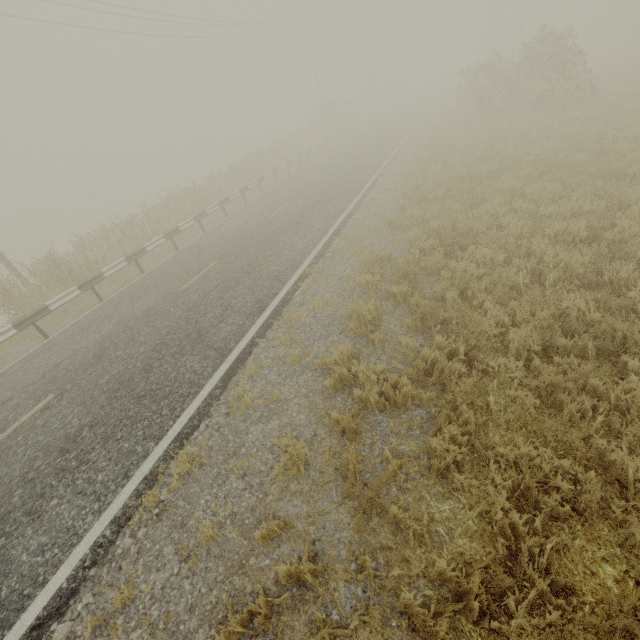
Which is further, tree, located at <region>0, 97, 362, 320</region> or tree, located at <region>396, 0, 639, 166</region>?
tree, located at <region>396, 0, 639, 166</region>

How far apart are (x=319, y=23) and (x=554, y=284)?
51.22m

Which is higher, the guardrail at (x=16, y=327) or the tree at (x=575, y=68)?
the tree at (x=575, y=68)

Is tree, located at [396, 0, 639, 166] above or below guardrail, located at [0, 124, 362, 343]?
above

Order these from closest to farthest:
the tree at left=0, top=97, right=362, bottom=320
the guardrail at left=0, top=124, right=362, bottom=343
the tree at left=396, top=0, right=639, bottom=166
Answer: the guardrail at left=0, top=124, right=362, bottom=343 < the tree at left=0, top=97, right=362, bottom=320 < the tree at left=396, top=0, right=639, bottom=166

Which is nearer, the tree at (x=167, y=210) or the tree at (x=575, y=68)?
the tree at (x=167, y=210)

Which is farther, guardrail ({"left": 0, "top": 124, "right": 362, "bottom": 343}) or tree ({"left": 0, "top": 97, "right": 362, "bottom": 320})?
tree ({"left": 0, "top": 97, "right": 362, "bottom": 320})
